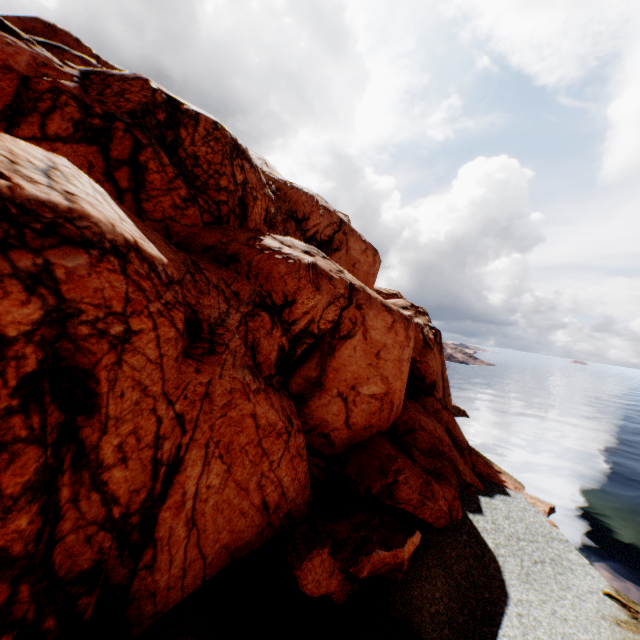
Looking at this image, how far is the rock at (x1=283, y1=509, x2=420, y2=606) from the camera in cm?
1056

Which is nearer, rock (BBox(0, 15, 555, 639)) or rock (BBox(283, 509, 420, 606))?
rock (BBox(0, 15, 555, 639))

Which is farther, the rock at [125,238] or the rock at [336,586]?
the rock at [336,586]

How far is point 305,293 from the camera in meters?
17.1

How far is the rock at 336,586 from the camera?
10.56m
